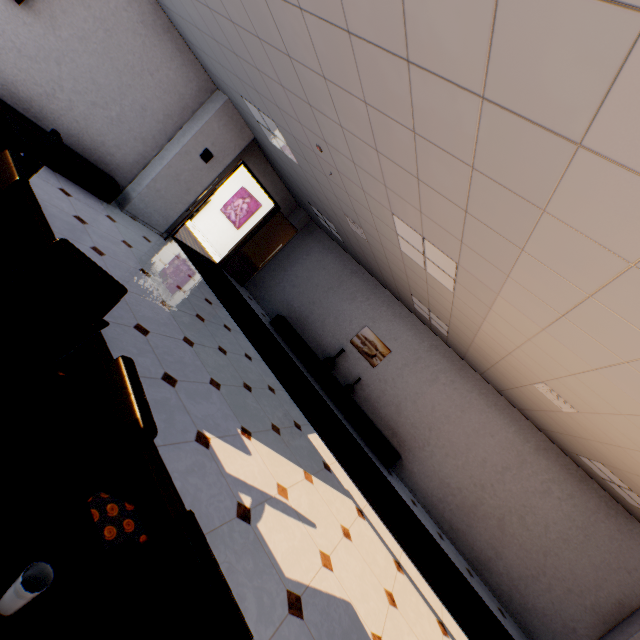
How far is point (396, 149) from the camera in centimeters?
258cm

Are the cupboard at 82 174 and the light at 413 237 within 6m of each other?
yes

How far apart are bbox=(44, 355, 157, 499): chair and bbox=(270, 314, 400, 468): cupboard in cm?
640

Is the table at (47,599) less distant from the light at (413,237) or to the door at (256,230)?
the light at (413,237)

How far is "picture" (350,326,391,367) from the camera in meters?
8.3 m

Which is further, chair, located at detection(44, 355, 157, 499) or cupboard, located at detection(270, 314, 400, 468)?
cupboard, located at detection(270, 314, 400, 468)

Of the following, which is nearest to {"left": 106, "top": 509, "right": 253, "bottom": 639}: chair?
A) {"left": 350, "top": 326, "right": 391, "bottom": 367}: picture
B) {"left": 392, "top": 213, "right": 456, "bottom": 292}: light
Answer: {"left": 392, "top": 213, "right": 456, "bottom": 292}: light

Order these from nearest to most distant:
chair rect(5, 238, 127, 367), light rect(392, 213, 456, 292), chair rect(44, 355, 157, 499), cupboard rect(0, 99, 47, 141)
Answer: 1. chair rect(44, 355, 157, 499)
2. chair rect(5, 238, 127, 367)
3. light rect(392, 213, 456, 292)
4. cupboard rect(0, 99, 47, 141)
